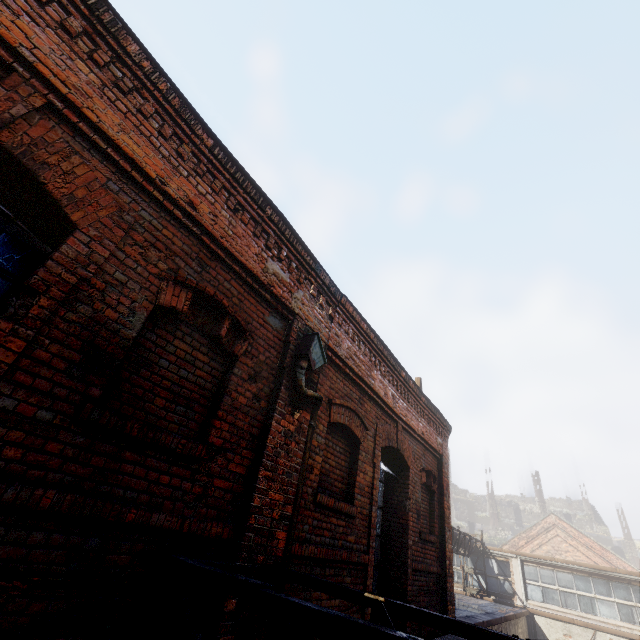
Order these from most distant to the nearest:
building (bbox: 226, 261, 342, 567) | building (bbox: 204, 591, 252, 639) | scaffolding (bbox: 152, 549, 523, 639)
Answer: building (bbox: 226, 261, 342, 567)
building (bbox: 204, 591, 252, 639)
scaffolding (bbox: 152, 549, 523, 639)

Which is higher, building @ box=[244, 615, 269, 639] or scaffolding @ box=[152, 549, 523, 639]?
scaffolding @ box=[152, 549, 523, 639]

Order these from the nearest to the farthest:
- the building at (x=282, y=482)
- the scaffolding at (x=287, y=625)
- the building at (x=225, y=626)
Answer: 1. the scaffolding at (x=287, y=625)
2. the building at (x=225, y=626)
3. the building at (x=282, y=482)

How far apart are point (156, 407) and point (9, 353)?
1.13m

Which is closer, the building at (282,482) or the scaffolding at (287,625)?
the scaffolding at (287,625)

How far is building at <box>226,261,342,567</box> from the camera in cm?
314

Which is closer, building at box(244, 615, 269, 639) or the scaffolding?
the scaffolding
